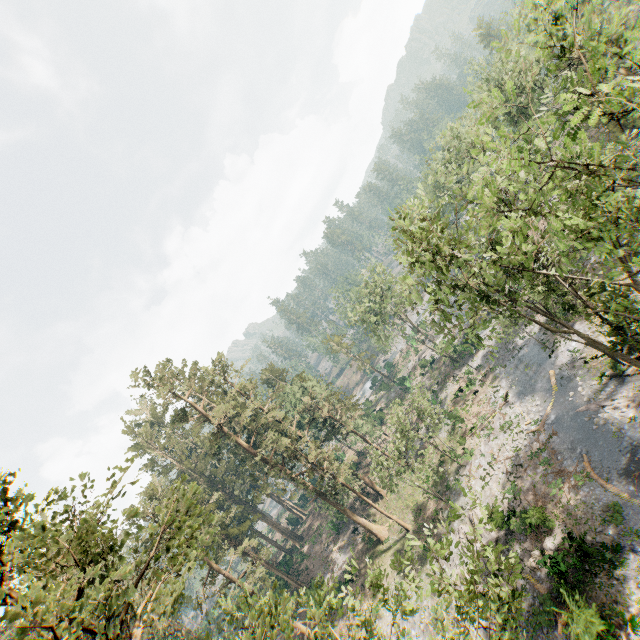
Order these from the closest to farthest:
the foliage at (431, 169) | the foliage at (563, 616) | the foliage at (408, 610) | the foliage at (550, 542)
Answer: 1. the foliage at (431, 169)
2. the foliage at (408, 610)
3. the foliage at (563, 616)
4. the foliage at (550, 542)

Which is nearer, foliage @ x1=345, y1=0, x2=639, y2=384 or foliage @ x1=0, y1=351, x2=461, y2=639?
foliage @ x1=0, y1=351, x2=461, y2=639

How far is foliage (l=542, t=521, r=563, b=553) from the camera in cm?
2078

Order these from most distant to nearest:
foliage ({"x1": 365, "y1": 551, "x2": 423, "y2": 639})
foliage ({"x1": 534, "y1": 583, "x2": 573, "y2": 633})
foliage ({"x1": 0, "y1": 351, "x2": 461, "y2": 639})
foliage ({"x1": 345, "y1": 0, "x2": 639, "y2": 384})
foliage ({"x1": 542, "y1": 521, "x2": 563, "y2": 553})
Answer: foliage ({"x1": 542, "y1": 521, "x2": 563, "y2": 553}) → foliage ({"x1": 534, "y1": 583, "x2": 573, "y2": 633}) → foliage ({"x1": 365, "y1": 551, "x2": 423, "y2": 639}) → foliage ({"x1": 345, "y1": 0, "x2": 639, "y2": 384}) → foliage ({"x1": 0, "y1": 351, "x2": 461, "y2": 639})

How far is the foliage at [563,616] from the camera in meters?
16.1

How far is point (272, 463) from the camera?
35.8m

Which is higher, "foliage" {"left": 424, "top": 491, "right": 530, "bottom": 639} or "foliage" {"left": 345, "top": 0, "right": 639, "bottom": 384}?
"foliage" {"left": 345, "top": 0, "right": 639, "bottom": 384}
